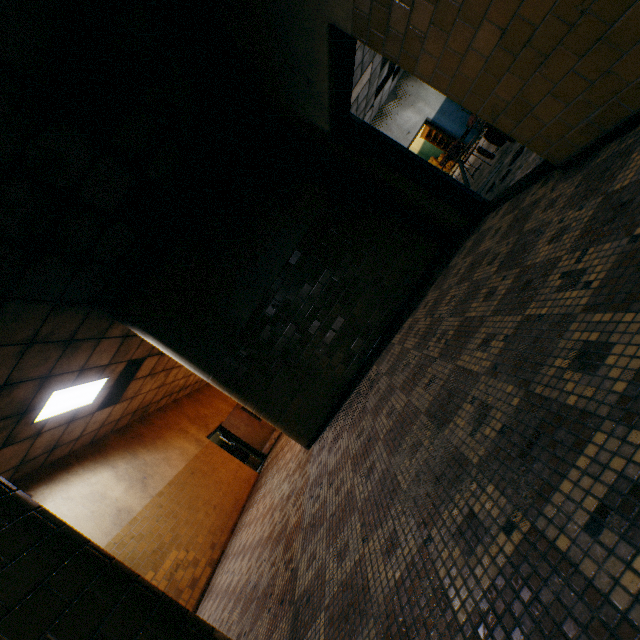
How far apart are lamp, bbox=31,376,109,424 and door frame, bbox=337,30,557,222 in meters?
5.9 m

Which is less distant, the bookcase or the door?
the door

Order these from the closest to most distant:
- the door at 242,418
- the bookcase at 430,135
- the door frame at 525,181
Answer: the door frame at 525,181 → the door at 242,418 → the bookcase at 430,135

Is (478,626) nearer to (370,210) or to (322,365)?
(322,365)

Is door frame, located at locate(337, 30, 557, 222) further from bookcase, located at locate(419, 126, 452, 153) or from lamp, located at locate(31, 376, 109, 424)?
bookcase, located at locate(419, 126, 452, 153)

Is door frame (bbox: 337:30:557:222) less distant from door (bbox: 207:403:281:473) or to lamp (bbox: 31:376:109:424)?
lamp (bbox: 31:376:109:424)

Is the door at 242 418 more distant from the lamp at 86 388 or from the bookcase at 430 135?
the bookcase at 430 135

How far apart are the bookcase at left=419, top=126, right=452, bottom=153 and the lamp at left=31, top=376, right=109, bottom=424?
15.3 meters
